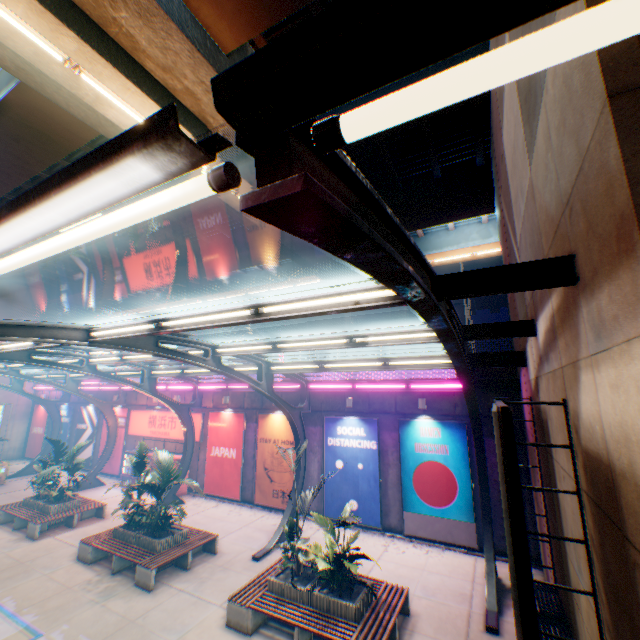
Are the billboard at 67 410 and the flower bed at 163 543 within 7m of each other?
no

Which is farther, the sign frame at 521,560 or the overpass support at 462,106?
the overpass support at 462,106

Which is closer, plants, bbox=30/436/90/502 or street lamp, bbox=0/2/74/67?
street lamp, bbox=0/2/74/67

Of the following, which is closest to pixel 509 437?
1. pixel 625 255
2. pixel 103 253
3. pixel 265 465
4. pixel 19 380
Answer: pixel 625 255

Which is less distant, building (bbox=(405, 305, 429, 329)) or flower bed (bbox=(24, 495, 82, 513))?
flower bed (bbox=(24, 495, 82, 513))

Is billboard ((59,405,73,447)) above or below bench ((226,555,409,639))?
above

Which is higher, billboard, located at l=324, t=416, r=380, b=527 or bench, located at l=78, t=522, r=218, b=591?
billboard, located at l=324, t=416, r=380, b=527

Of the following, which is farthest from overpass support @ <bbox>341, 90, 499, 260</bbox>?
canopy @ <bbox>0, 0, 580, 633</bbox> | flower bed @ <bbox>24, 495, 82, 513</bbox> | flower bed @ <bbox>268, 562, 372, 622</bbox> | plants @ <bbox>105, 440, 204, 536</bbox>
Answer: flower bed @ <bbox>24, 495, 82, 513</bbox>
